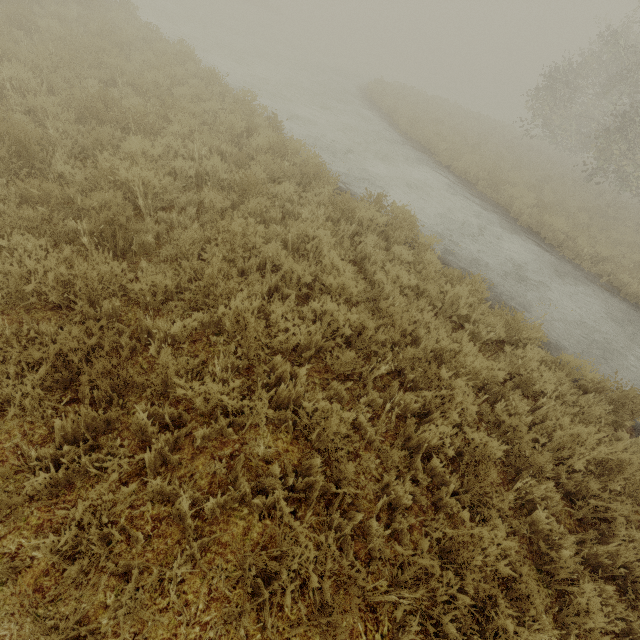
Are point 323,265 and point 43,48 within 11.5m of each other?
yes
